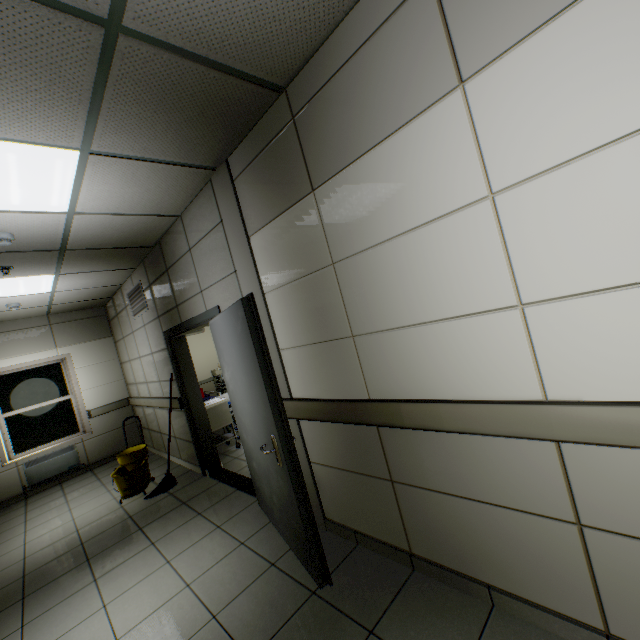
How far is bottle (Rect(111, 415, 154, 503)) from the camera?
4.4 meters

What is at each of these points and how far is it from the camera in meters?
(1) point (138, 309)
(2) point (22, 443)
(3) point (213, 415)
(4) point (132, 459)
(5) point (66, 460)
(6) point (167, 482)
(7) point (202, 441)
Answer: (1) ventilation grill, 5.4
(2) window, 6.1
(3) cabinet, 5.2
(4) bottle, 4.8
(5) radiator, 6.2
(6) mop, 4.6
(7) door, 4.6

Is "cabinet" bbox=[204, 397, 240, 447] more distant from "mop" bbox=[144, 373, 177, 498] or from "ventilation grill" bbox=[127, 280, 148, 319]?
"ventilation grill" bbox=[127, 280, 148, 319]

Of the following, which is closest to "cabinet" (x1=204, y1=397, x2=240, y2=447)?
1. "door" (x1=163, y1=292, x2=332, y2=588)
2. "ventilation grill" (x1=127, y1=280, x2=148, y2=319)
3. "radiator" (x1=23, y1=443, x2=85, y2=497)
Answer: "door" (x1=163, y1=292, x2=332, y2=588)

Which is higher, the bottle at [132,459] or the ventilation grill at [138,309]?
the ventilation grill at [138,309]

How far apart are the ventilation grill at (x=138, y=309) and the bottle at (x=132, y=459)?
2.1 meters

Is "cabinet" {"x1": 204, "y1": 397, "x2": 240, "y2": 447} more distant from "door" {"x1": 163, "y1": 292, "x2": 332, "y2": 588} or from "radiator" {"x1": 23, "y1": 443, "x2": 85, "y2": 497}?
"radiator" {"x1": 23, "y1": 443, "x2": 85, "y2": 497}

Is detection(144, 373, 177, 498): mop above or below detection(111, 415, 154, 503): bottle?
below
